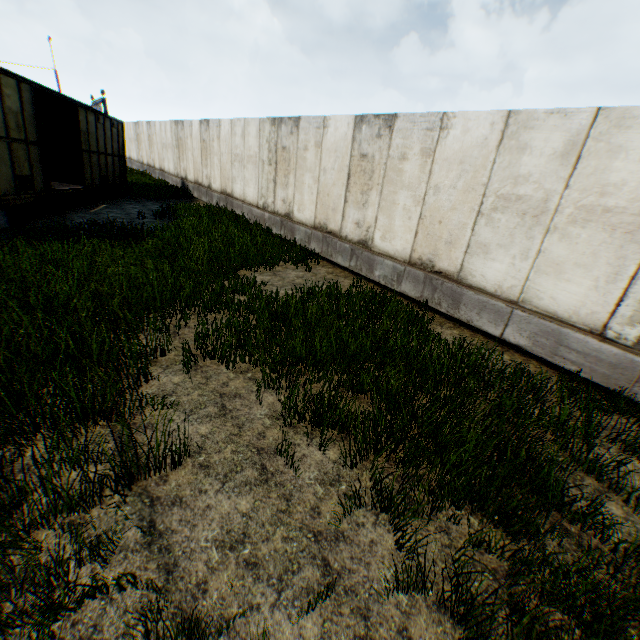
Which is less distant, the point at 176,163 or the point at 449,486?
the point at 449,486
